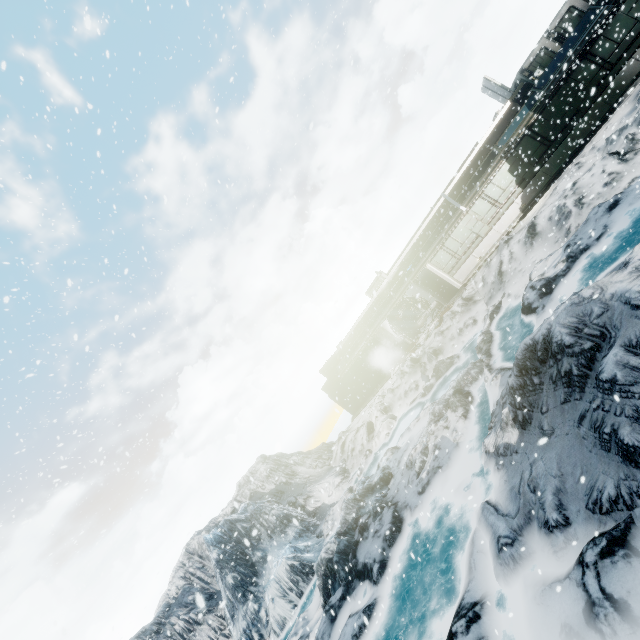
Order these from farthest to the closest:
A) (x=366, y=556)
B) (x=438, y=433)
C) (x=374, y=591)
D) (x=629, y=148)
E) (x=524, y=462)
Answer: (x=629, y=148)
(x=438, y=433)
(x=366, y=556)
(x=374, y=591)
(x=524, y=462)
